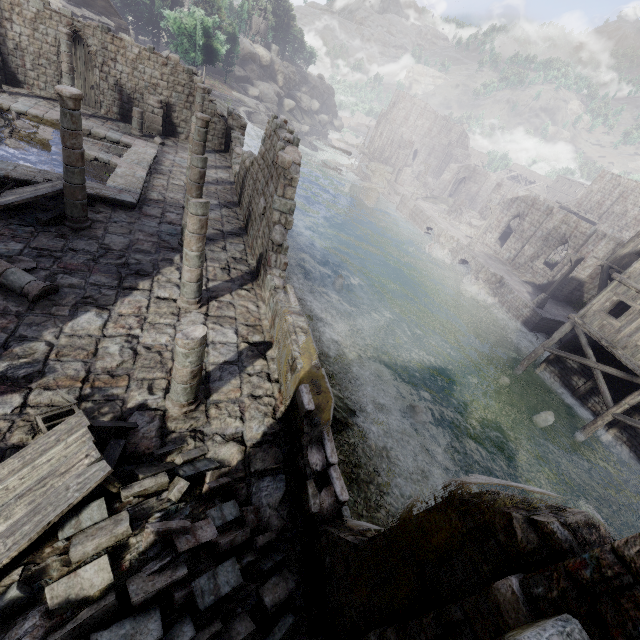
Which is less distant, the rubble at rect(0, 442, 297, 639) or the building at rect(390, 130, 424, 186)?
the rubble at rect(0, 442, 297, 639)

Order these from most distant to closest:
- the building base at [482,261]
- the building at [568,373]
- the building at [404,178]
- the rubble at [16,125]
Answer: the building at [404,178]
the building base at [482,261]
the building at [568,373]
the rubble at [16,125]

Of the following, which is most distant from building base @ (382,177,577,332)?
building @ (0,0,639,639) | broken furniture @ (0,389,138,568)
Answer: broken furniture @ (0,389,138,568)

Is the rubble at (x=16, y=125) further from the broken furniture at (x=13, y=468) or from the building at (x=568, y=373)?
the broken furniture at (x=13, y=468)

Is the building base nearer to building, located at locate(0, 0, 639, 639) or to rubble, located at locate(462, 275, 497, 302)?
rubble, located at locate(462, 275, 497, 302)

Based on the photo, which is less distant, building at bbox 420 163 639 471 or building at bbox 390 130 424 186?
building at bbox 420 163 639 471

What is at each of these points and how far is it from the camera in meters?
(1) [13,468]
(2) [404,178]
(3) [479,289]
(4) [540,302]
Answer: (1) broken furniture, 4.9 m
(2) building, 53.5 m
(3) rubble, 29.4 m
(4) wooden lamp post, 26.2 m

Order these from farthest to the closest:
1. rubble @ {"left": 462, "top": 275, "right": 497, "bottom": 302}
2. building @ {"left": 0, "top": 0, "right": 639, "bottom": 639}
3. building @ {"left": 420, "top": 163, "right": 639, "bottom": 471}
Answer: rubble @ {"left": 462, "top": 275, "right": 497, "bottom": 302} → building @ {"left": 420, "top": 163, "right": 639, "bottom": 471} → building @ {"left": 0, "top": 0, "right": 639, "bottom": 639}
